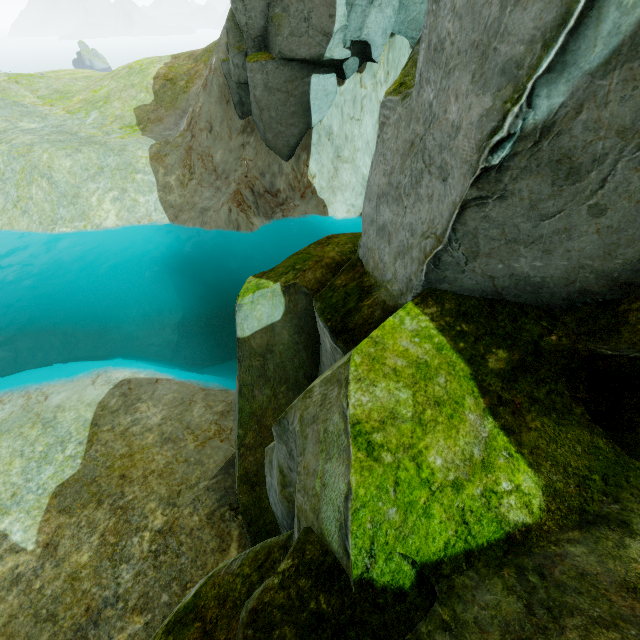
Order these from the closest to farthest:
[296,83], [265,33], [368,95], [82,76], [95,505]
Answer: [95,505], [265,33], [296,83], [368,95], [82,76]
